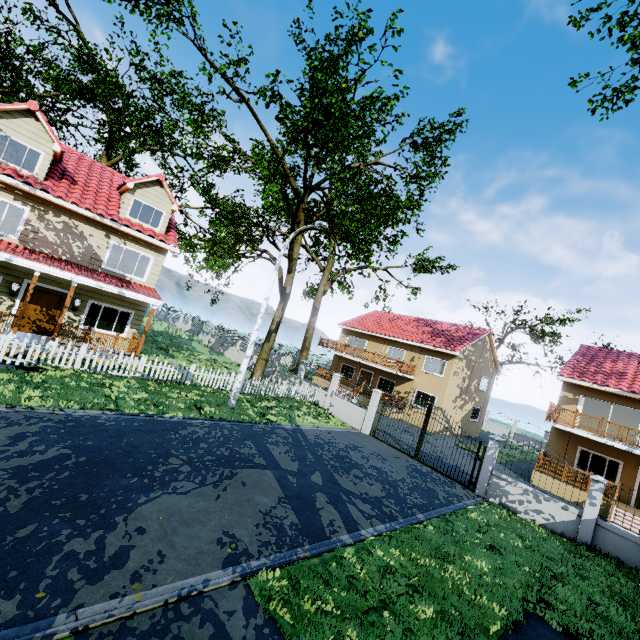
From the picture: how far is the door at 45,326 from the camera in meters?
13.9

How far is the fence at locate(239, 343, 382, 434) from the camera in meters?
18.1

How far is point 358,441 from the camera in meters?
15.8

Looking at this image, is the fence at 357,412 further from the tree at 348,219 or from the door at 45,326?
the door at 45,326

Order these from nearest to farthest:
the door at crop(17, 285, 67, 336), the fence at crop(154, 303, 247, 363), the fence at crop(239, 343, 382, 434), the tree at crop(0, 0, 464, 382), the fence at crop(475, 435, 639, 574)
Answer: the fence at crop(475, 435, 639, 574) → the tree at crop(0, 0, 464, 382) → the door at crop(17, 285, 67, 336) → the fence at crop(239, 343, 382, 434) → the fence at crop(154, 303, 247, 363)

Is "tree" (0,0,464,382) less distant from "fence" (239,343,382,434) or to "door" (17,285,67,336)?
"fence" (239,343,382,434)

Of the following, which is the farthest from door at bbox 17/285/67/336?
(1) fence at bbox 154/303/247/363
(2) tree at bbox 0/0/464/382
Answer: (2) tree at bbox 0/0/464/382
